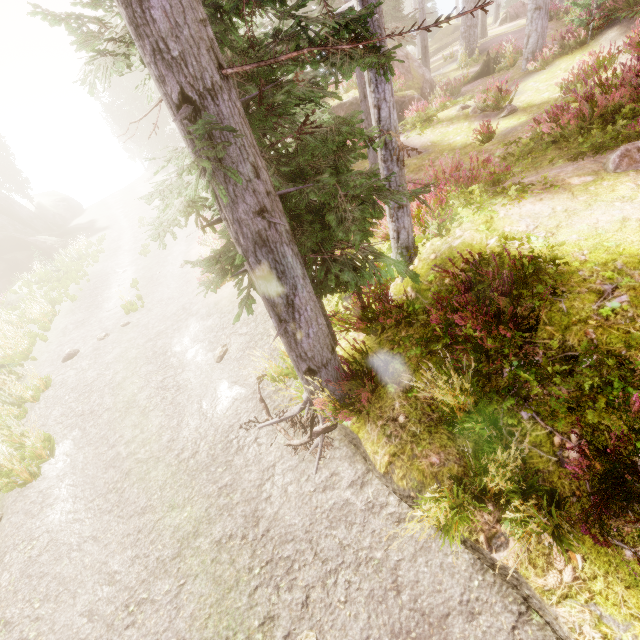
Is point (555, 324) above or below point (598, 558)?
above

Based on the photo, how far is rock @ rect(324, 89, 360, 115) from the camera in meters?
17.2

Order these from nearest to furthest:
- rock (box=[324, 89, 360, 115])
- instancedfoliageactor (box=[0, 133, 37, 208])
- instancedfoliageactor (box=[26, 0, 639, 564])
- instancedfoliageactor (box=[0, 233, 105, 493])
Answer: instancedfoliageactor (box=[26, 0, 639, 564]), instancedfoliageactor (box=[0, 233, 105, 493]), rock (box=[324, 89, 360, 115]), instancedfoliageactor (box=[0, 133, 37, 208])

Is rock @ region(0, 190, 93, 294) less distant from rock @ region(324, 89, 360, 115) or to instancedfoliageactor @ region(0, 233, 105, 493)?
instancedfoliageactor @ region(0, 233, 105, 493)

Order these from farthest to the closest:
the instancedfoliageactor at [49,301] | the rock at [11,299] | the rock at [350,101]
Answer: the rock at [11,299], the rock at [350,101], the instancedfoliageactor at [49,301]

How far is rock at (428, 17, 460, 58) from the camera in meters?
35.3 m

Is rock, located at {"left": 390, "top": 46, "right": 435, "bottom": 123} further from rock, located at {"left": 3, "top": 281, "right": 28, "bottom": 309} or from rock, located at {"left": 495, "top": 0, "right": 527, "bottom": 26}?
rock, located at {"left": 495, "top": 0, "right": 527, "bottom": 26}

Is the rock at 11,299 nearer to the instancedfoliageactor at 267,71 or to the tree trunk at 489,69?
the instancedfoliageactor at 267,71
